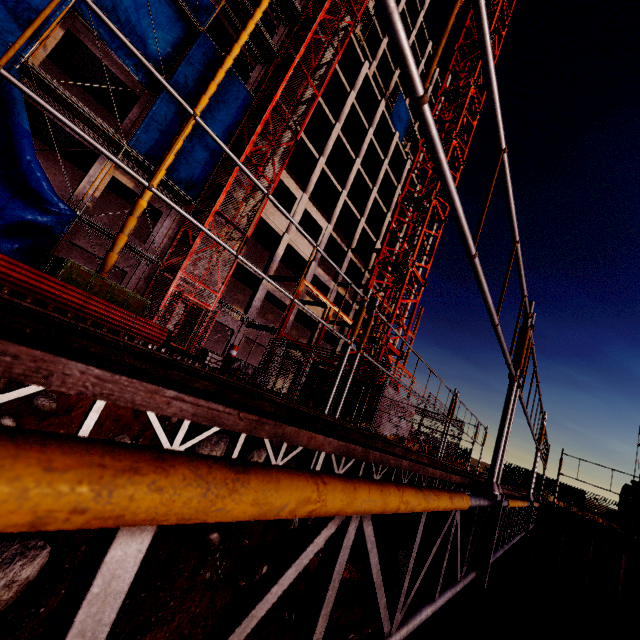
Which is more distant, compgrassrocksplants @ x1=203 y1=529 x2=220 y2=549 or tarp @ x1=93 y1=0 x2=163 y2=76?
tarp @ x1=93 y1=0 x2=163 y2=76

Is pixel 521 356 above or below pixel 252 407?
above

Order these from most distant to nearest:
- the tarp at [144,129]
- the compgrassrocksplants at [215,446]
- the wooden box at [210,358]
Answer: the wooden box at [210,358]
the tarp at [144,129]
the compgrassrocksplants at [215,446]

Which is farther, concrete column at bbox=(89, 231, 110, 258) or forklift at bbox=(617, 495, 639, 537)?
concrete column at bbox=(89, 231, 110, 258)

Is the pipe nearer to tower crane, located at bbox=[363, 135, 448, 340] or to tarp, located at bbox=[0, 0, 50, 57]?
tarp, located at bbox=[0, 0, 50, 57]

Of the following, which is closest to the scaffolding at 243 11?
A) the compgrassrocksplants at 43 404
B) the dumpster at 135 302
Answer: the dumpster at 135 302

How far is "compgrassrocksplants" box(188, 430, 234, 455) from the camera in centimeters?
995cm

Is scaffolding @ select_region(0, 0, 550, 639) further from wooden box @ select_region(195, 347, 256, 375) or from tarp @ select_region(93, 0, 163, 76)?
tarp @ select_region(93, 0, 163, 76)
